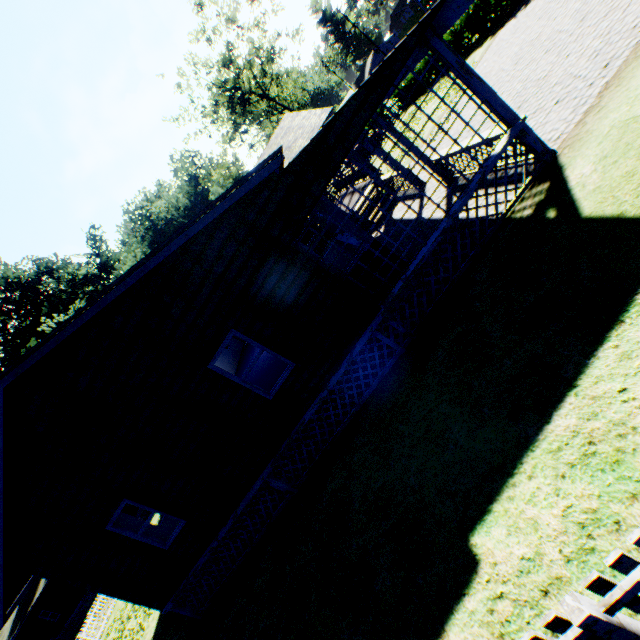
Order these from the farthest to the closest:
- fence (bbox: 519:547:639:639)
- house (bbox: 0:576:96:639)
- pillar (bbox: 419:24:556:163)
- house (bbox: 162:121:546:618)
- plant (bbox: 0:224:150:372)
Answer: plant (bbox: 0:224:150:372)
house (bbox: 0:576:96:639)
house (bbox: 162:121:546:618)
pillar (bbox: 419:24:556:163)
fence (bbox: 519:547:639:639)

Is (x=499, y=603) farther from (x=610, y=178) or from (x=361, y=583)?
(x=610, y=178)

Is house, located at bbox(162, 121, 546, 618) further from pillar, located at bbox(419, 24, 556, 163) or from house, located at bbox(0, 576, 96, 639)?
house, located at bbox(0, 576, 96, 639)

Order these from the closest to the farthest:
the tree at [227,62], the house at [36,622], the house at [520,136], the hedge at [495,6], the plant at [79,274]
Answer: the house at [520,136], the hedge at [495,6], the house at [36,622], the tree at [227,62], the plant at [79,274]

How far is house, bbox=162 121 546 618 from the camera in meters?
6.5

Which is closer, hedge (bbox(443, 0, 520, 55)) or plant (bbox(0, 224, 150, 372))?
hedge (bbox(443, 0, 520, 55))

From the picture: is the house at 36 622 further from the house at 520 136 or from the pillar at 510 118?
the pillar at 510 118

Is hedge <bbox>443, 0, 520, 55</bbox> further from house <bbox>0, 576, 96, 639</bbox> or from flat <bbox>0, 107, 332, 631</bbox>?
house <bbox>0, 576, 96, 639</bbox>
